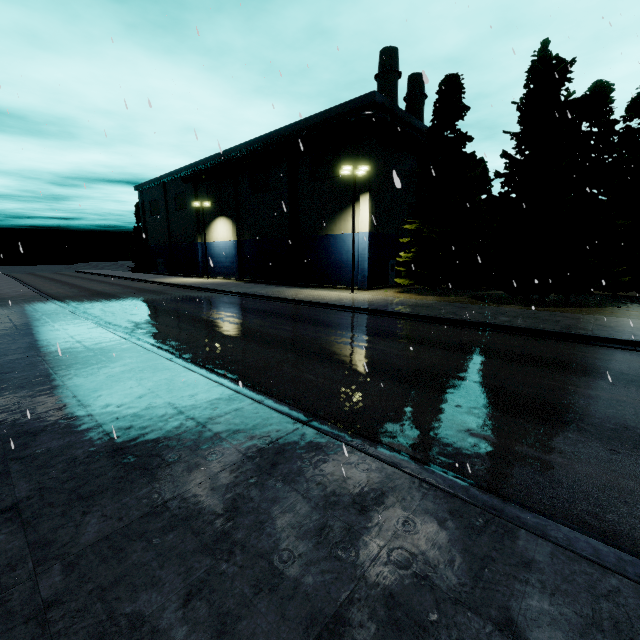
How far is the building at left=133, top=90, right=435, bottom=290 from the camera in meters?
28.7 m

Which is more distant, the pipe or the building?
the building

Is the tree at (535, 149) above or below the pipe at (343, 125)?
below

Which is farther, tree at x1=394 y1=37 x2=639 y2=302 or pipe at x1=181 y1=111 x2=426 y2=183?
pipe at x1=181 y1=111 x2=426 y2=183

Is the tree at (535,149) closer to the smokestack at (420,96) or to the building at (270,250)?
the smokestack at (420,96)

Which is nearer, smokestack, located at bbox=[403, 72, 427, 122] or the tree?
the tree

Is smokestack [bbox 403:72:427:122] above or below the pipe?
above

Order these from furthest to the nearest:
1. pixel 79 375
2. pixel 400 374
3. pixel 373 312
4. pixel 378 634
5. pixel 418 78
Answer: pixel 418 78
pixel 373 312
pixel 400 374
pixel 79 375
pixel 378 634
